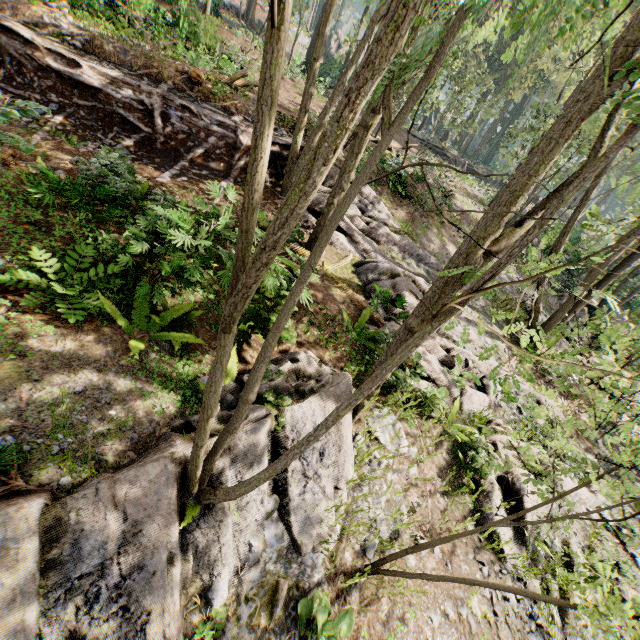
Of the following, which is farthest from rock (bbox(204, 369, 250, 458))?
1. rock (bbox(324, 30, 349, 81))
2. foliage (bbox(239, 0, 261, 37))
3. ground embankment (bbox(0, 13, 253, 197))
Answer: rock (bbox(324, 30, 349, 81))

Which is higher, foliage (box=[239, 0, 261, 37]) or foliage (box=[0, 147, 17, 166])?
foliage (box=[239, 0, 261, 37])

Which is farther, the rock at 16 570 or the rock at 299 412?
the rock at 299 412

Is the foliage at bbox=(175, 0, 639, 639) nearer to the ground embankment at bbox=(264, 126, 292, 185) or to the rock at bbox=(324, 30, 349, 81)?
the ground embankment at bbox=(264, 126, 292, 185)

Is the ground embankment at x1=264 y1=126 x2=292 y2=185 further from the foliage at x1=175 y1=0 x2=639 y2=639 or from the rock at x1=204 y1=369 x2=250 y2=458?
the rock at x1=204 y1=369 x2=250 y2=458

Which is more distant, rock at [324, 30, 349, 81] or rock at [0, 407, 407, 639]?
rock at [324, 30, 349, 81]

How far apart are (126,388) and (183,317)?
1.8 meters

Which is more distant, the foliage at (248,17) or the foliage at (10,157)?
the foliage at (248,17)
